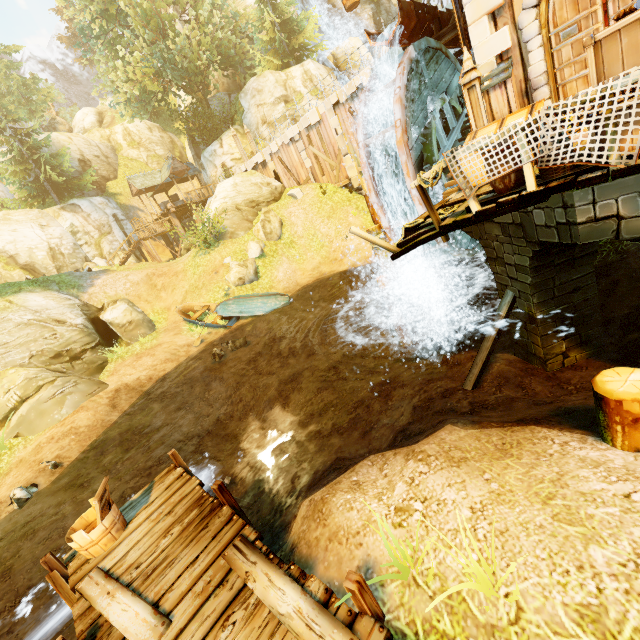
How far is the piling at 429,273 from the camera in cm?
1356

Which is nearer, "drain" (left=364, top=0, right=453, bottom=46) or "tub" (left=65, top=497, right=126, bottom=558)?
"tub" (left=65, top=497, right=126, bottom=558)

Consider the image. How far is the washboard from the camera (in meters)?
4.49

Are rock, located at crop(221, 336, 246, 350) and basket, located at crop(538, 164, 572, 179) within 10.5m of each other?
no

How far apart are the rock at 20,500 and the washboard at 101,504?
5.4m

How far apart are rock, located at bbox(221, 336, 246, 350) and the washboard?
9.3m

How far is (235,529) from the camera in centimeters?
398cm

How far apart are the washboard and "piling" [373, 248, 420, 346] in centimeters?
947cm
